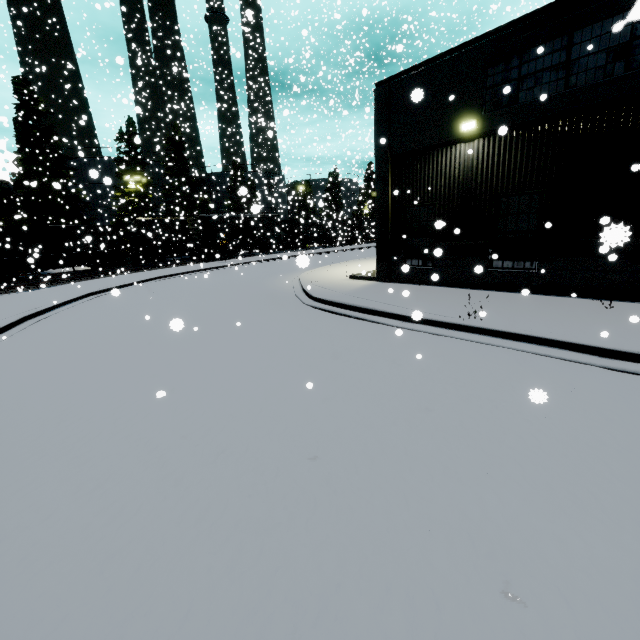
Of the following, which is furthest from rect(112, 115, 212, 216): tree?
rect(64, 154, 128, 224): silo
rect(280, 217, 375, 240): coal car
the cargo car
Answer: rect(280, 217, 375, 240): coal car

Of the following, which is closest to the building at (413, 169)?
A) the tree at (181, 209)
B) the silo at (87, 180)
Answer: the silo at (87, 180)

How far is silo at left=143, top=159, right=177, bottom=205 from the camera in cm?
4325

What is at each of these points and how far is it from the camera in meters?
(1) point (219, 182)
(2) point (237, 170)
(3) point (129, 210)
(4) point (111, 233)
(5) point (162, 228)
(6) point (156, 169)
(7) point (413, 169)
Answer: (1) silo, 55.9 m
(2) tree, 51.1 m
(3) tree, 39.2 m
(4) coal car, 31.9 m
(5) cargo car, 35.8 m
(6) silo, 21.1 m
(7) building, 12.5 m

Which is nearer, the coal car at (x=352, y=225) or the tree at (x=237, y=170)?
the tree at (x=237, y=170)

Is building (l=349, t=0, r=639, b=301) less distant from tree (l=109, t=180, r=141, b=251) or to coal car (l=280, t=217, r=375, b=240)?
coal car (l=280, t=217, r=375, b=240)

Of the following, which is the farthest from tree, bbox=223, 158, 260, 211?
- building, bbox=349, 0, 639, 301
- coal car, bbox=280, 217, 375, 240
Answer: building, bbox=349, 0, 639, 301
